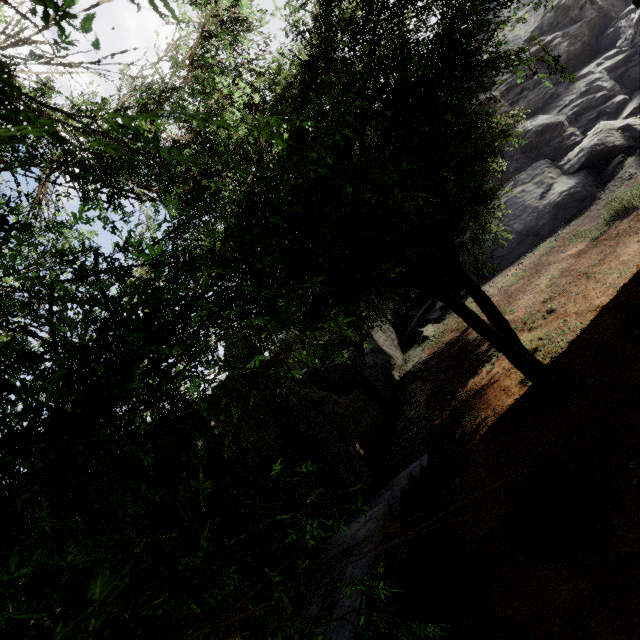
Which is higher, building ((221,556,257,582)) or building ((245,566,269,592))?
building ((221,556,257,582))

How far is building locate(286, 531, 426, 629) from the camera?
5.5 meters

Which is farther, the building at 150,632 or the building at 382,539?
the building at 382,539

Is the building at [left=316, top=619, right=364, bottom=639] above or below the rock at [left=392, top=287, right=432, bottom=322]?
below

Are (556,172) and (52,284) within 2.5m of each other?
no

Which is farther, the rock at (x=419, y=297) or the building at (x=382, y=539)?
the rock at (x=419, y=297)

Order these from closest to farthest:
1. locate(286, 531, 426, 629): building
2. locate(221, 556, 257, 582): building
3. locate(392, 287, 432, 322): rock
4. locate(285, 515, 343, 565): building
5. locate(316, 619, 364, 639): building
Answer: locate(316, 619, 364, 639): building → locate(286, 531, 426, 629): building → locate(221, 556, 257, 582): building → locate(285, 515, 343, 565): building → locate(392, 287, 432, 322): rock
